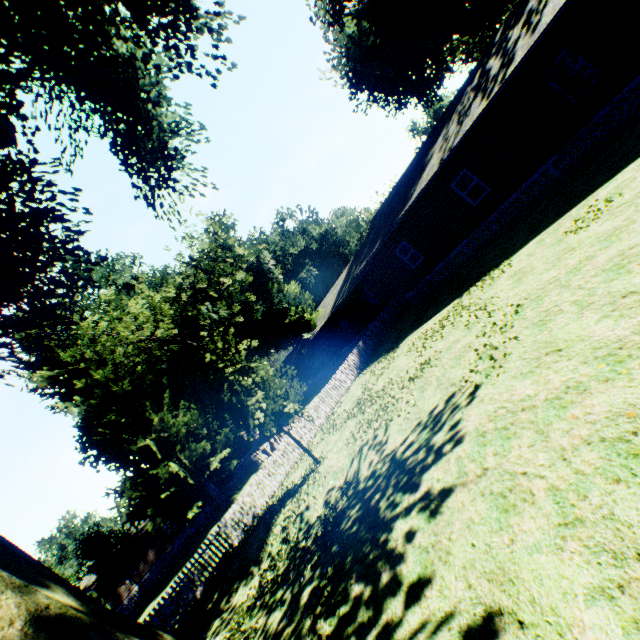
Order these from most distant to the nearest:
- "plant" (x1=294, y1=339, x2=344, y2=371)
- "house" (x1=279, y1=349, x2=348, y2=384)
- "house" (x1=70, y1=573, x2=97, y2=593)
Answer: "house" (x1=279, y1=349, x2=348, y2=384) < "plant" (x1=294, y1=339, x2=344, y2=371) < "house" (x1=70, y1=573, x2=97, y2=593)

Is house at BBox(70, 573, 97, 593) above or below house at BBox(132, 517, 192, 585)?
above

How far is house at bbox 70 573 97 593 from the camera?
31.0 meters

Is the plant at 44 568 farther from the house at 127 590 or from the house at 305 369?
the house at 127 590

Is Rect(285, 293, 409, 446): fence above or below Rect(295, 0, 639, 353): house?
below

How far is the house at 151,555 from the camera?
33.8m

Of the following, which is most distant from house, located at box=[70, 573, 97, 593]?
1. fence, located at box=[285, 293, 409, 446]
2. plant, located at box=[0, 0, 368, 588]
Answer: plant, located at box=[0, 0, 368, 588]

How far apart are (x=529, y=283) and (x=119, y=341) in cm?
3162
